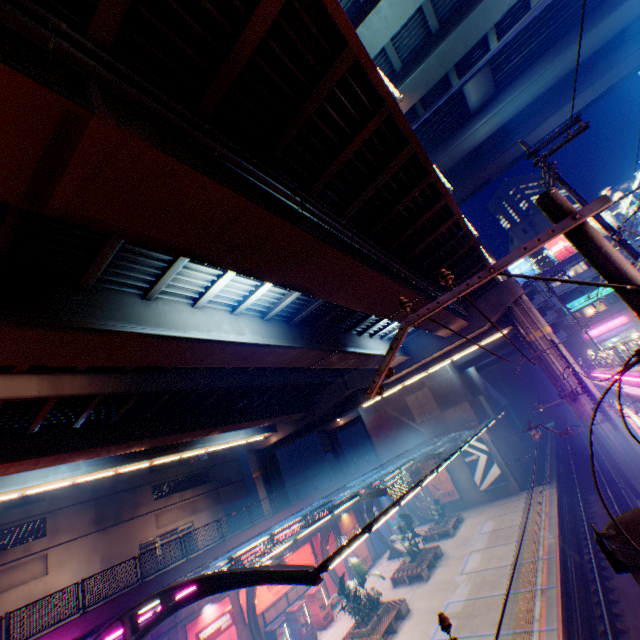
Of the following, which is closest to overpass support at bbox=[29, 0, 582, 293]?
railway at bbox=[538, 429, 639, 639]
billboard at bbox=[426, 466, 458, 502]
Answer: railway at bbox=[538, 429, 639, 639]

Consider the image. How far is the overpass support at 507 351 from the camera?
35.6 meters

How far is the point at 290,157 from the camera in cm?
824

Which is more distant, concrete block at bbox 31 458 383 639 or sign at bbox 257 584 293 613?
sign at bbox 257 584 293 613

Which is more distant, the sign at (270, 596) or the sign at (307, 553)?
the sign at (307, 553)

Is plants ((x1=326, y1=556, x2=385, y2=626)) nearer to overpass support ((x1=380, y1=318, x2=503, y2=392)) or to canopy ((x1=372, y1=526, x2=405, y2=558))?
canopy ((x1=372, y1=526, x2=405, y2=558))

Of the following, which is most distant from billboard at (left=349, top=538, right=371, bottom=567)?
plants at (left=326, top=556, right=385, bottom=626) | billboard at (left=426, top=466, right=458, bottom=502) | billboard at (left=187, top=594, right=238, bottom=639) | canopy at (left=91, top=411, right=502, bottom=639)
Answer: billboard at (left=187, top=594, right=238, bottom=639)

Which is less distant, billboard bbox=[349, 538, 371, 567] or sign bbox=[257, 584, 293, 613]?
sign bbox=[257, 584, 293, 613]
